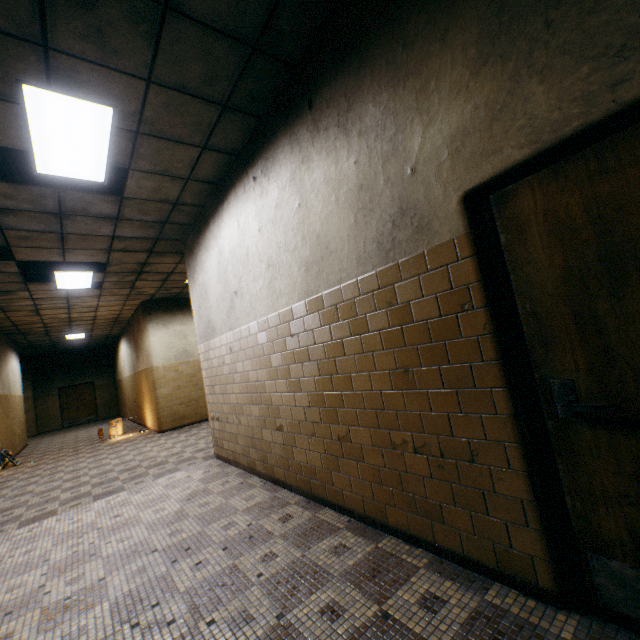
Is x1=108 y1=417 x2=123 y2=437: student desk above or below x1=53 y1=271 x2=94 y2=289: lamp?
below

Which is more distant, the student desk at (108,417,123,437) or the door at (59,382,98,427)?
the door at (59,382,98,427)

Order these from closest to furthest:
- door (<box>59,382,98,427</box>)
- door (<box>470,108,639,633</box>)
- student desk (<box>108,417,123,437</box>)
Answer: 1. door (<box>470,108,639,633</box>)
2. student desk (<box>108,417,123,437</box>)
3. door (<box>59,382,98,427</box>)

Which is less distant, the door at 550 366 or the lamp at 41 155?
the door at 550 366

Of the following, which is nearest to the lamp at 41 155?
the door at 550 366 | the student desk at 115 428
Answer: the door at 550 366

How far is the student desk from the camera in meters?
9.9

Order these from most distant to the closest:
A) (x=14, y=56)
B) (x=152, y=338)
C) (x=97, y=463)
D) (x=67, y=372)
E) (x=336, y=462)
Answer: (x=67, y=372), (x=152, y=338), (x=97, y=463), (x=336, y=462), (x=14, y=56)

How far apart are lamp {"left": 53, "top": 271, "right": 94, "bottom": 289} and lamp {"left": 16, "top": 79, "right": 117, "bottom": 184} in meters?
3.5
